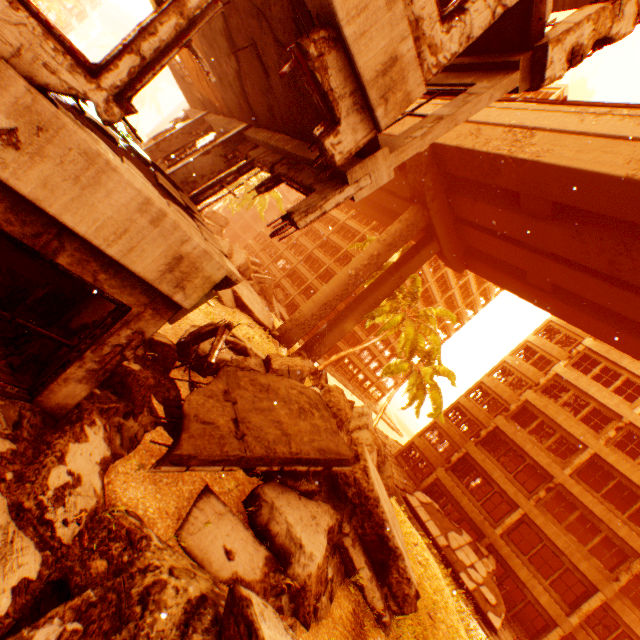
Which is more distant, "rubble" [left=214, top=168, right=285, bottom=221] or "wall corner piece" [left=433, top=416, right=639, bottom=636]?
"rubble" [left=214, top=168, right=285, bottom=221]

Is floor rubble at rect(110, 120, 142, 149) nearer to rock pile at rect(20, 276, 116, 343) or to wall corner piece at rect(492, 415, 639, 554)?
rock pile at rect(20, 276, 116, 343)

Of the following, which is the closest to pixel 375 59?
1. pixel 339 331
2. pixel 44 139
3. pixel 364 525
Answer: pixel 44 139

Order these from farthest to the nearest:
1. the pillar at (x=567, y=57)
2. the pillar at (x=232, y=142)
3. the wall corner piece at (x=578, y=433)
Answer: the wall corner piece at (x=578, y=433) → the pillar at (x=232, y=142) → the pillar at (x=567, y=57)

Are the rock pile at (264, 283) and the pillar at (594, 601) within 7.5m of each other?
no

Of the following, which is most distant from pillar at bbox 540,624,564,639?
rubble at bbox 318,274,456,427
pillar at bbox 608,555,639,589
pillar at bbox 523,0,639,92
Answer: pillar at bbox 523,0,639,92

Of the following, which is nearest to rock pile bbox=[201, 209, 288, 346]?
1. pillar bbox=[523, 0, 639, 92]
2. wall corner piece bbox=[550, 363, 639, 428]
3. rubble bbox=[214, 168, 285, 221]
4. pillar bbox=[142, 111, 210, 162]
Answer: rubble bbox=[214, 168, 285, 221]

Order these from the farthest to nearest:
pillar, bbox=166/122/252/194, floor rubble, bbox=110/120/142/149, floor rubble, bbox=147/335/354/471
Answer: pillar, bbox=166/122/252/194
floor rubble, bbox=110/120/142/149
floor rubble, bbox=147/335/354/471
